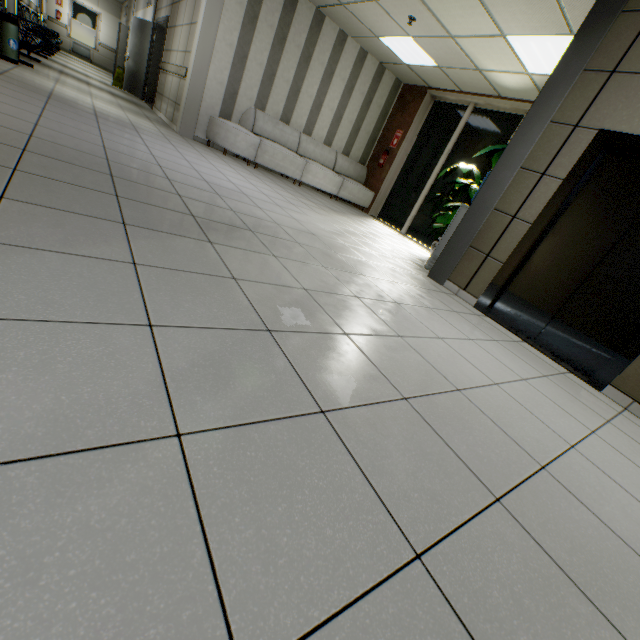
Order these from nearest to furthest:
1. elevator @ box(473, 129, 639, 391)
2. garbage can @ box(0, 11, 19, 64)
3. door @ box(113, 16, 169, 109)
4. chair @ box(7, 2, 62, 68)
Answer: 1. elevator @ box(473, 129, 639, 391)
2. garbage can @ box(0, 11, 19, 64)
3. chair @ box(7, 2, 62, 68)
4. door @ box(113, 16, 169, 109)

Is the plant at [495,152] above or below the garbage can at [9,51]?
above

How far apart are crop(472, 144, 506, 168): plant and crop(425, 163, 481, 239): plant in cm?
43

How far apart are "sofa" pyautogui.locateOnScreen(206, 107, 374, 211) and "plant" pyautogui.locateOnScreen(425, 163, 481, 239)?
2.9m

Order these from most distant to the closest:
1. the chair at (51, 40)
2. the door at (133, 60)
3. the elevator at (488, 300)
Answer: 1. the door at (133, 60)
2. the chair at (51, 40)
3. the elevator at (488, 300)

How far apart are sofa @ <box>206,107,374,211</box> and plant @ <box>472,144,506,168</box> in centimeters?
340cm

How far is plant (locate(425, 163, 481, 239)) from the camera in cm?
590

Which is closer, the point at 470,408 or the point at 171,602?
the point at 171,602
